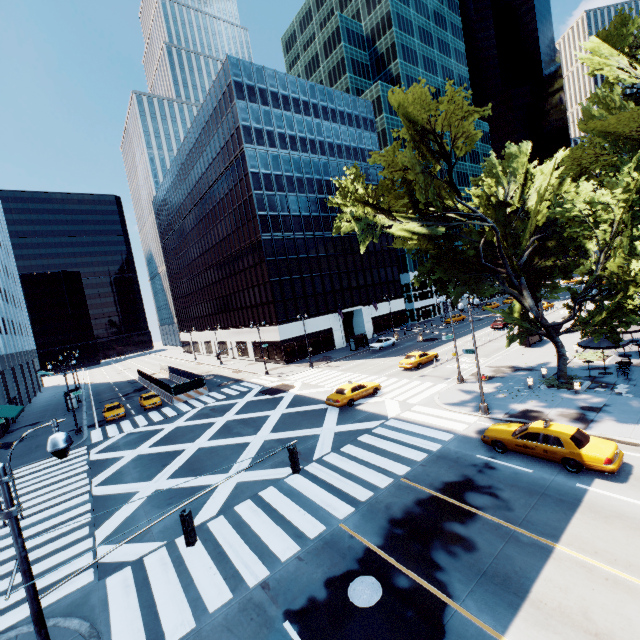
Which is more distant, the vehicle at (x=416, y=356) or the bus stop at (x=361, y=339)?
the bus stop at (x=361, y=339)

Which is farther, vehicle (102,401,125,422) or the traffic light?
vehicle (102,401,125,422)

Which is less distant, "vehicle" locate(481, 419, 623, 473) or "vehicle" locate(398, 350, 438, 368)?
"vehicle" locate(481, 419, 623, 473)

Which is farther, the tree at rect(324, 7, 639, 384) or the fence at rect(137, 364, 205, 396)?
the fence at rect(137, 364, 205, 396)

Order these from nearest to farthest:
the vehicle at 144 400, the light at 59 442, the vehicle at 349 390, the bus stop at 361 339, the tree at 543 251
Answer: the light at 59 442 → the tree at 543 251 → the vehicle at 349 390 → the vehicle at 144 400 → the bus stop at 361 339

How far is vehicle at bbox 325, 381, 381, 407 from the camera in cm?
2562

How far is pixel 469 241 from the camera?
25.0 meters

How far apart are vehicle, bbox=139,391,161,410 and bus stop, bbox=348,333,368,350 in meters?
26.7 m
